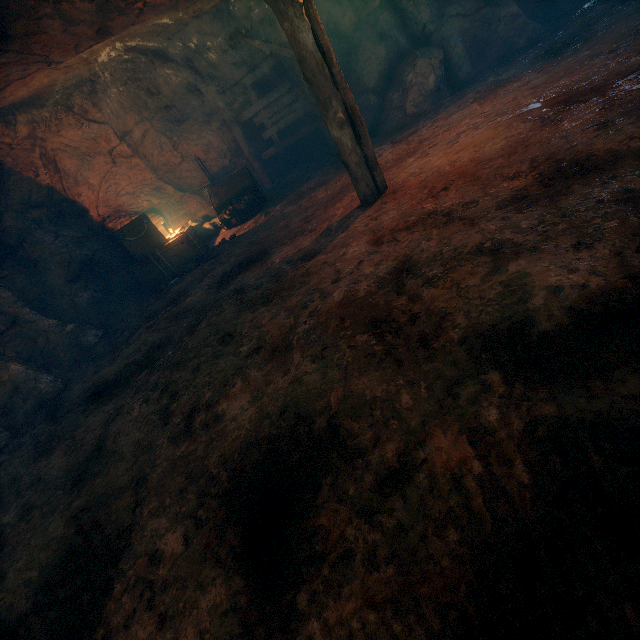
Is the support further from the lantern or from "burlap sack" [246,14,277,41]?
the lantern

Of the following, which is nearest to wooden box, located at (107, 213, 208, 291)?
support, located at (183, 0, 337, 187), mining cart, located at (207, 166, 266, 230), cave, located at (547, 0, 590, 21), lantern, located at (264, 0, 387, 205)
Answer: mining cart, located at (207, 166, 266, 230)

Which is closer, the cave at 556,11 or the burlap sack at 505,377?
the burlap sack at 505,377

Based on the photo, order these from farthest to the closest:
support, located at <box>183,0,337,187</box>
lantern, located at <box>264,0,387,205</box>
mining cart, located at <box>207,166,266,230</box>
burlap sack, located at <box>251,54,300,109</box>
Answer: burlap sack, located at <box>251,54,300,109</box> → mining cart, located at <box>207,166,266,230</box> → support, located at <box>183,0,337,187</box> → lantern, located at <box>264,0,387,205</box>

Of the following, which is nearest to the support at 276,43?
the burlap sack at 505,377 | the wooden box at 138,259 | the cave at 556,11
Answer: the burlap sack at 505,377

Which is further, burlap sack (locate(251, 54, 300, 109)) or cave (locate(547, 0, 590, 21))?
burlap sack (locate(251, 54, 300, 109))

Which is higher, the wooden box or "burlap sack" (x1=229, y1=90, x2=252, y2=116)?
"burlap sack" (x1=229, y1=90, x2=252, y2=116)

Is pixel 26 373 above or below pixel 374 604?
above
